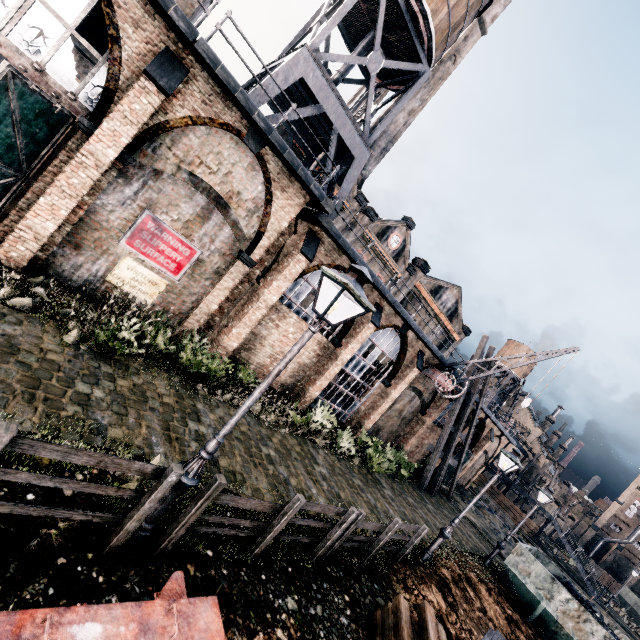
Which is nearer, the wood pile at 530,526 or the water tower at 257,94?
the water tower at 257,94

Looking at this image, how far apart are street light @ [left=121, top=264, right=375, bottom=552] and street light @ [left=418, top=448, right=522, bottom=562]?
11.18m

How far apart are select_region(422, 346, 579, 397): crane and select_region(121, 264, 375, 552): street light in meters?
17.9

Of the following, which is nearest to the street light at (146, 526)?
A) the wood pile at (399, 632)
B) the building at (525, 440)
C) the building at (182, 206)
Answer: the wood pile at (399, 632)

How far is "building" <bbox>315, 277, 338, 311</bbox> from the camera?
16.6 meters

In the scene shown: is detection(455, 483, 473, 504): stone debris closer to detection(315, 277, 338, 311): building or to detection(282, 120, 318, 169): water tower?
detection(315, 277, 338, 311): building

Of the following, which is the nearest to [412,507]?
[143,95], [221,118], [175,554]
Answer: [175,554]

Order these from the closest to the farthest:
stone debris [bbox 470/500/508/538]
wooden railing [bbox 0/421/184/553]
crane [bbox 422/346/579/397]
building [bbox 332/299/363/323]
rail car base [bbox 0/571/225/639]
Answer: rail car base [bbox 0/571/225/639] < wooden railing [bbox 0/421/184/553] < building [bbox 332/299/363/323] < crane [bbox 422/346/579/397] < stone debris [bbox 470/500/508/538]
